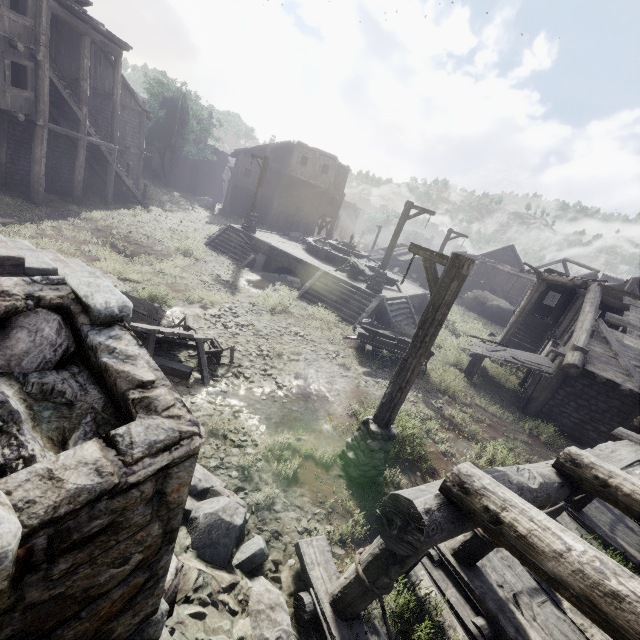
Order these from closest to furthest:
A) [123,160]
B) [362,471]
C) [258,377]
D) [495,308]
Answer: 1. [362,471]
2. [258,377]
3. [123,160]
4. [495,308]

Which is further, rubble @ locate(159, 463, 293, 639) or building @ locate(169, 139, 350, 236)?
building @ locate(169, 139, 350, 236)

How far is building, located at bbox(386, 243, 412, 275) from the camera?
37.3m

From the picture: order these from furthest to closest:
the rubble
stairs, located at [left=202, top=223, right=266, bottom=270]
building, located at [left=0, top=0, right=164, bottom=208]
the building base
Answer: stairs, located at [left=202, top=223, right=266, bottom=270], the building base, building, located at [left=0, top=0, right=164, bottom=208], the rubble

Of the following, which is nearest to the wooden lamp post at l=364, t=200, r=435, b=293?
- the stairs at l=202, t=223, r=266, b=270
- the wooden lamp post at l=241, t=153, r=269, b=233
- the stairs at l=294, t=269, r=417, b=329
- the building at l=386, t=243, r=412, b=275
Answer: the stairs at l=294, t=269, r=417, b=329

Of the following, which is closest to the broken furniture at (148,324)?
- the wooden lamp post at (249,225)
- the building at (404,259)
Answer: the wooden lamp post at (249,225)

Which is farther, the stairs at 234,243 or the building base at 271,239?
the stairs at 234,243

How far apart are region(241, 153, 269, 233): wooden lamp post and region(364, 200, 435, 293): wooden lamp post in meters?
9.1
